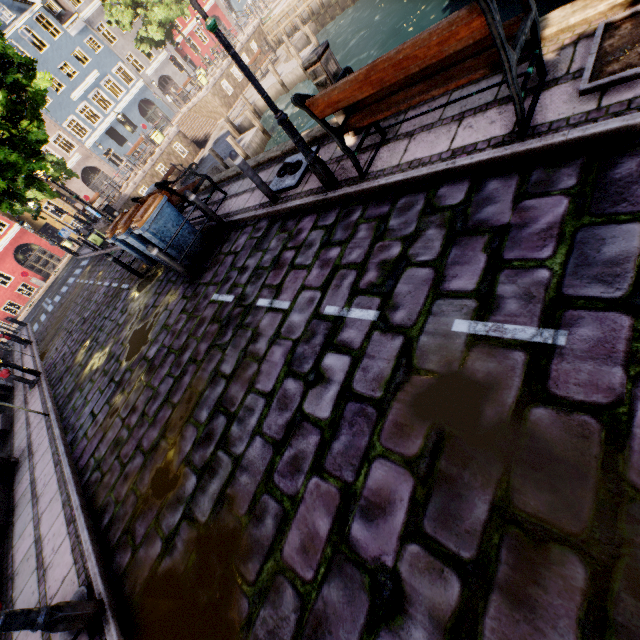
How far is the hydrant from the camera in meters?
3.6

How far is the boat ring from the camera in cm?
586

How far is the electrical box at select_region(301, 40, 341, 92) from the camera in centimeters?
455cm

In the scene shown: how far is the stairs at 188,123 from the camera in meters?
24.6

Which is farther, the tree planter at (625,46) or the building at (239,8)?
the building at (239,8)

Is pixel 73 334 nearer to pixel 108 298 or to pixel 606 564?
pixel 108 298

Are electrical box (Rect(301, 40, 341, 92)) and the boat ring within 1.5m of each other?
yes

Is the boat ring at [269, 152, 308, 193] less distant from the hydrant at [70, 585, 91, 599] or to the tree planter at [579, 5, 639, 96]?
the tree planter at [579, 5, 639, 96]
